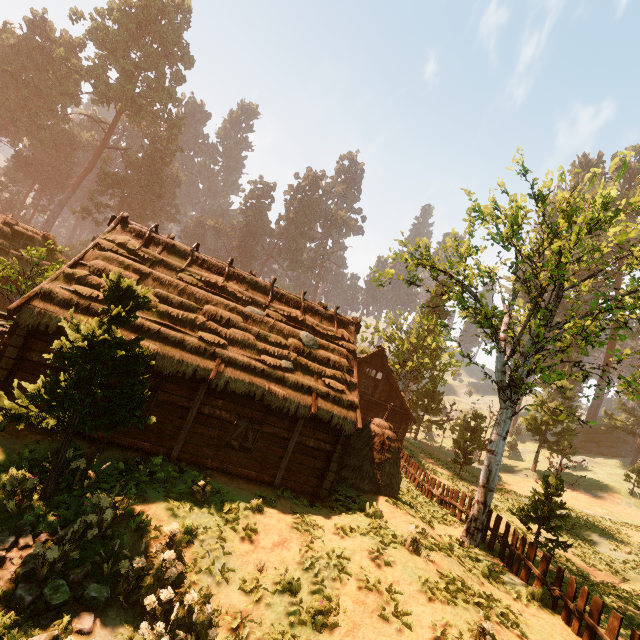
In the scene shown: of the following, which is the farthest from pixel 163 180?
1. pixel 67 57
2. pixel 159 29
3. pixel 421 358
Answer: pixel 421 358

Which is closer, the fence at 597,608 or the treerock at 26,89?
the fence at 597,608

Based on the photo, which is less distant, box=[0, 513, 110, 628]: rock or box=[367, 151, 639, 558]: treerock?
box=[0, 513, 110, 628]: rock

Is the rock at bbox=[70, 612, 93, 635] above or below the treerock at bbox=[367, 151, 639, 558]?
below

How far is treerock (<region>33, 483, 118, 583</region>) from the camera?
6.7m

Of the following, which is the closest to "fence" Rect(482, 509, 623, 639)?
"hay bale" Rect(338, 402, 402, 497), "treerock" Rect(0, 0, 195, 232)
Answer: "treerock" Rect(0, 0, 195, 232)

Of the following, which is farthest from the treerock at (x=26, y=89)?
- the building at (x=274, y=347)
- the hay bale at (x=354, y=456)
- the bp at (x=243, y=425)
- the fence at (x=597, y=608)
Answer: the bp at (x=243, y=425)

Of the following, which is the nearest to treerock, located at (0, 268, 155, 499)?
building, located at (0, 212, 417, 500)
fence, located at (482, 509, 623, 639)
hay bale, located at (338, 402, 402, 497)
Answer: building, located at (0, 212, 417, 500)
